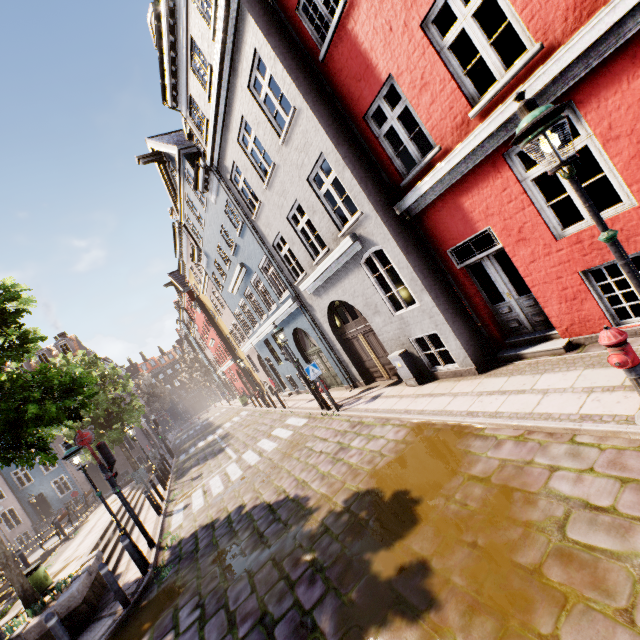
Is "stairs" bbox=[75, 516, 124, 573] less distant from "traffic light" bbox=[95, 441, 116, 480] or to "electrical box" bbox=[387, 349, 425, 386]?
"traffic light" bbox=[95, 441, 116, 480]

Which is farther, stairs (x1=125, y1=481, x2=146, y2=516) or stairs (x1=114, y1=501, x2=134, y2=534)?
stairs (x1=125, y1=481, x2=146, y2=516)

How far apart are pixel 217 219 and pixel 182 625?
14.2m

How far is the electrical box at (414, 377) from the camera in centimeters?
895cm

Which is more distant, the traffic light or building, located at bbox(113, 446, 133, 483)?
building, located at bbox(113, 446, 133, 483)

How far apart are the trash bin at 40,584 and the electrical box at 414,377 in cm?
1185

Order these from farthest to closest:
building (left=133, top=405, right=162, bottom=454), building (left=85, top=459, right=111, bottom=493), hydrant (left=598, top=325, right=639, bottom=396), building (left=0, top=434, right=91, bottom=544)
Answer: building (left=133, top=405, right=162, bottom=454) < building (left=85, top=459, right=111, bottom=493) < building (left=0, top=434, right=91, bottom=544) < hydrant (left=598, top=325, right=639, bottom=396)

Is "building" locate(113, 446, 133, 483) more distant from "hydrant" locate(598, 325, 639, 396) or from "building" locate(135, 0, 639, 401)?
"hydrant" locate(598, 325, 639, 396)
